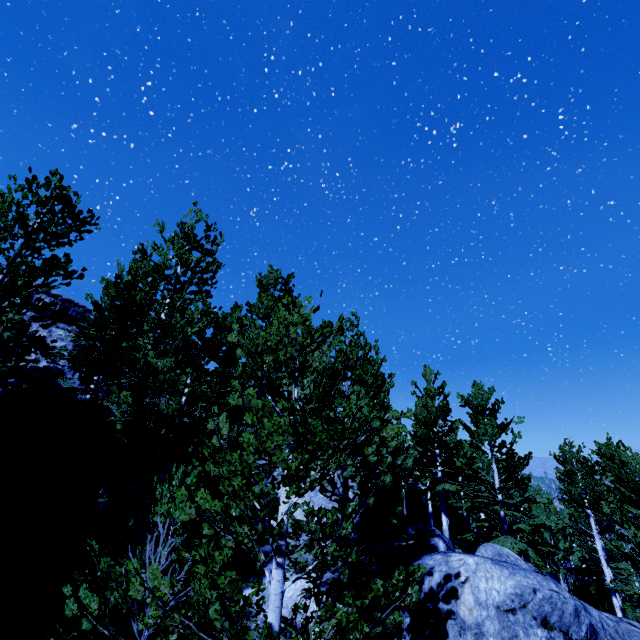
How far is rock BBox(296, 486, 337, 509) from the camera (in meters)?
9.18

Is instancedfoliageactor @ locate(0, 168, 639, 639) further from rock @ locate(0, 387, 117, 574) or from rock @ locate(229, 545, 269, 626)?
rock @ locate(0, 387, 117, 574)

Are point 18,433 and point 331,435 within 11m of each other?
yes

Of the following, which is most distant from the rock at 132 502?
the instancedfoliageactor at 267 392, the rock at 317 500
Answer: the rock at 317 500

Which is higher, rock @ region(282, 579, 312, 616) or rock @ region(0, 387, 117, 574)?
rock @ region(0, 387, 117, 574)

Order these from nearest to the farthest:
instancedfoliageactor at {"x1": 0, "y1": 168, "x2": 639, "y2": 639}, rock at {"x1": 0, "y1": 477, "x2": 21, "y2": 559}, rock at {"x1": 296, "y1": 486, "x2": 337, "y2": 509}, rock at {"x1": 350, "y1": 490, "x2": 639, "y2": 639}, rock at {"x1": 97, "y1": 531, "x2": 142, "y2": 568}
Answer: instancedfoliageactor at {"x1": 0, "y1": 168, "x2": 639, "y2": 639}
rock at {"x1": 350, "y1": 490, "x2": 639, "y2": 639}
rock at {"x1": 0, "y1": 477, "x2": 21, "y2": 559}
rock at {"x1": 97, "y1": 531, "x2": 142, "y2": 568}
rock at {"x1": 296, "y1": 486, "x2": 337, "y2": 509}

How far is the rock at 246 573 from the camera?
6.5m
